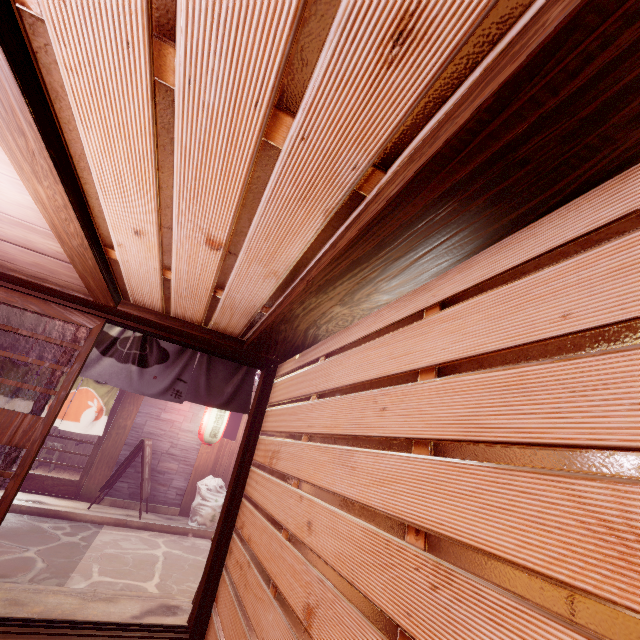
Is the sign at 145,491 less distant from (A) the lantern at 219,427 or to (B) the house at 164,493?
(B) the house at 164,493

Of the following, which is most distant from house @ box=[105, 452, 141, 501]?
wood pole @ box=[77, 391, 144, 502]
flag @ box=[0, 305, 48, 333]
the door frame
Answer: the door frame

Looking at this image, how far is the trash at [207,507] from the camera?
13.0 meters

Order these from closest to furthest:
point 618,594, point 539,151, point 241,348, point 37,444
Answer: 1. point 618,594
2. point 539,151
3. point 37,444
4. point 241,348

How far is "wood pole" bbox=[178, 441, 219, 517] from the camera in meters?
14.0

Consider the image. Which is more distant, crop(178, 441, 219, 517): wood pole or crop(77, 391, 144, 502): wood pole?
crop(178, 441, 219, 517): wood pole

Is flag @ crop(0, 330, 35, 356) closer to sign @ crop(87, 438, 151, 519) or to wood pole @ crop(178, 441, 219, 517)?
sign @ crop(87, 438, 151, 519)

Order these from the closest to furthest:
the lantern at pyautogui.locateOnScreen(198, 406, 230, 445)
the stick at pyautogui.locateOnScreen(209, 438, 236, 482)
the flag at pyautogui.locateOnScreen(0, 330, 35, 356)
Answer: the flag at pyautogui.locateOnScreen(0, 330, 35, 356), the lantern at pyautogui.locateOnScreen(198, 406, 230, 445), the stick at pyautogui.locateOnScreen(209, 438, 236, 482)
